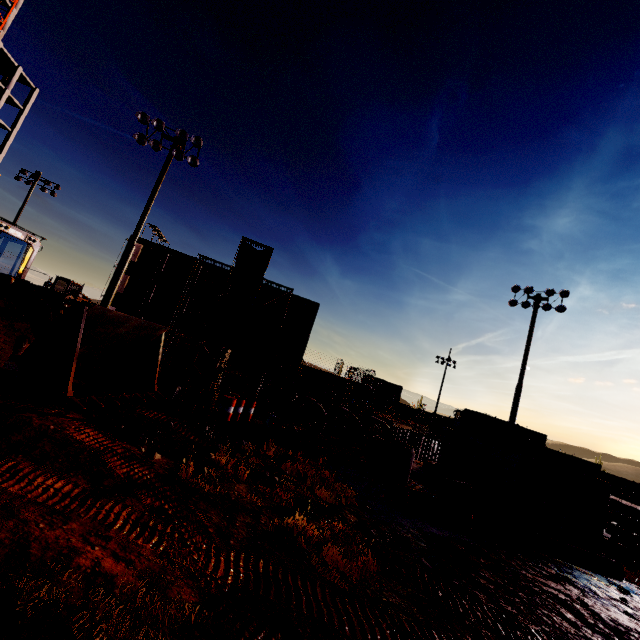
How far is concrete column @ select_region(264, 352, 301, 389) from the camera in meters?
40.2 m

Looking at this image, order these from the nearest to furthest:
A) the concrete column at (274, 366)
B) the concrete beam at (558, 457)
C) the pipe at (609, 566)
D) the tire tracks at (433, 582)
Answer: the tire tracks at (433, 582) → the pipe at (609, 566) → the concrete beam at (558, 457) → the concrete column at (274, 366)

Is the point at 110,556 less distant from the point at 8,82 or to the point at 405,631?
the point at 405,631

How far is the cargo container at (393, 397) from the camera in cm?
4816

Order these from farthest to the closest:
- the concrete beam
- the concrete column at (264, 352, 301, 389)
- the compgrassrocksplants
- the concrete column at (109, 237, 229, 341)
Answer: the concrete column at (264, 352, 301, 389)
the concrete column at (109, 237, 229, 341)
the concrete beam
the compgrassrocksplants

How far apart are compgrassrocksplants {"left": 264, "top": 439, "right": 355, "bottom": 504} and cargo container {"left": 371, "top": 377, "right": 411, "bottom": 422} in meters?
42.2 m

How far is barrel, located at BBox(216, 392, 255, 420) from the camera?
12.9m

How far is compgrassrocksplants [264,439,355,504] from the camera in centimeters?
798cm
